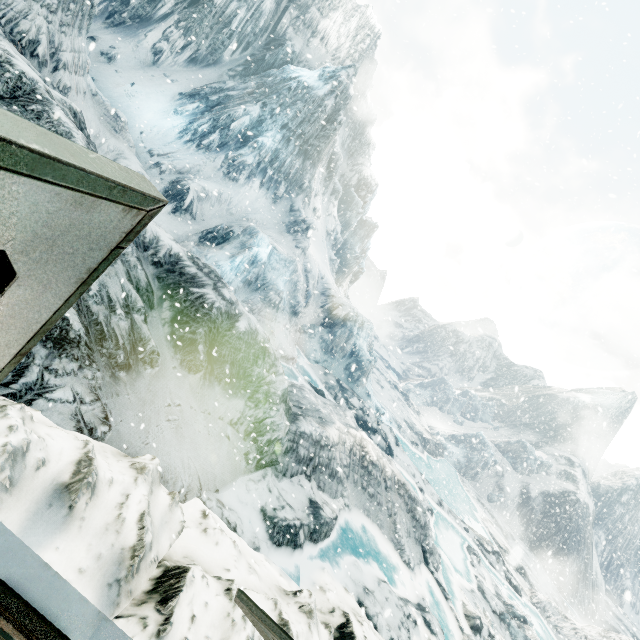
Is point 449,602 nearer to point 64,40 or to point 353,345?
point 353,345
